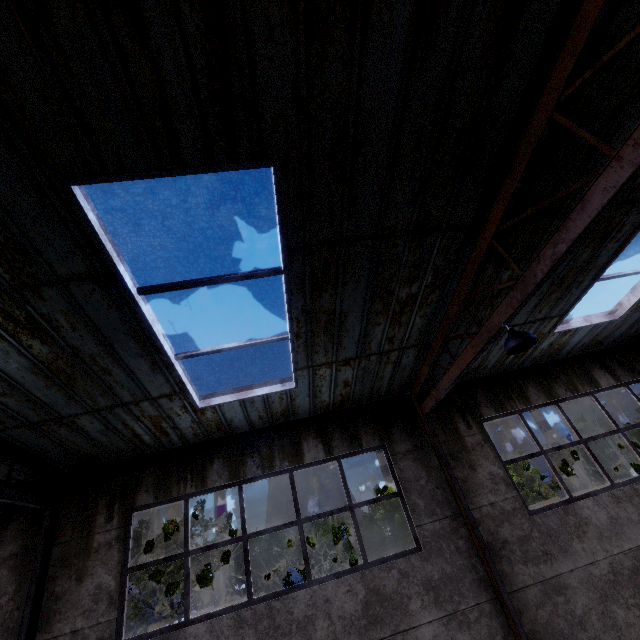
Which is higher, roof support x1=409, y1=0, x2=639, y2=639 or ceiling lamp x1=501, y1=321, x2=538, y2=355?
roof support x1=409, y1=0, x2=639, y2=639

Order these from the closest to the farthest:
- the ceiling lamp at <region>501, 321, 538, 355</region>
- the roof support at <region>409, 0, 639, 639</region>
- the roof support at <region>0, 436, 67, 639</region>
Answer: the roof support at <region>409, 0, 639, 639</region>, the ceiling lamp at <region>501, 321, 538, 355</region>, the roof support at <region>0, 436, 67, 639</region>

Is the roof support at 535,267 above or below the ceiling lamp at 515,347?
above

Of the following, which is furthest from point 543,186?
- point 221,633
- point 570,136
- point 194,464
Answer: → point 221,633

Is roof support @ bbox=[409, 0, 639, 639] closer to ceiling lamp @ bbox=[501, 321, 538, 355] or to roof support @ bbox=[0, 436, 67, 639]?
ceiling lamp @ bbox=[501, 321, 538, 355]

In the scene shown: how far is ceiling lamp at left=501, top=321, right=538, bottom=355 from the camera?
4.18m

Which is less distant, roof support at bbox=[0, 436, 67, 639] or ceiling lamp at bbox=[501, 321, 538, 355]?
ceiling lamp at bbox=[501, 321, 538, 355]

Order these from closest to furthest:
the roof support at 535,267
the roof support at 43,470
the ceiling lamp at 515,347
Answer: the roof support at 535,267 < the ceiling lamp at 515,347 < the roof support at 43,470
